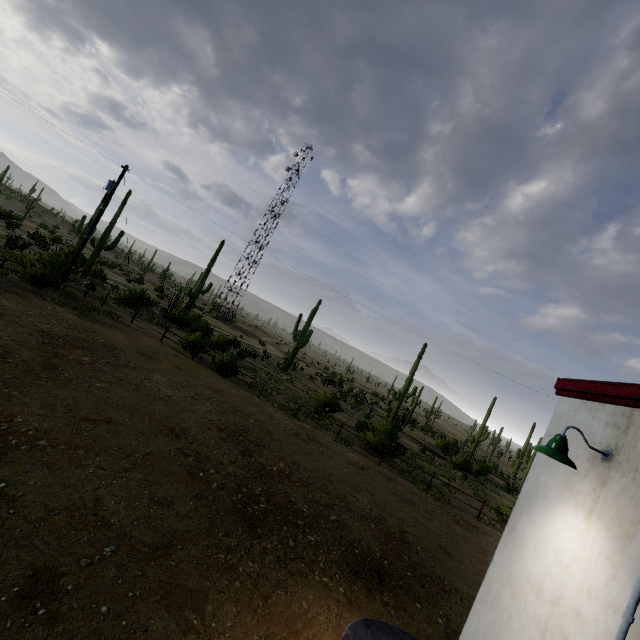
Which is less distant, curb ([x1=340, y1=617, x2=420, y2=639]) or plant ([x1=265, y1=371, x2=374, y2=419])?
curb ([x1=340, y1=617, x2=420, y2=639])

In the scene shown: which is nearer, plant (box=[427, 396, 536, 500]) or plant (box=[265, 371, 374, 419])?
plant (box=[265, 371, 374, 419])

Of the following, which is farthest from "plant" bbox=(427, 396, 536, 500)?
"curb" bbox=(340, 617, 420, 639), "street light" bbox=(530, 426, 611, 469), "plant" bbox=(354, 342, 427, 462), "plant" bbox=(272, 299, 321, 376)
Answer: "street light" bbox=(530, 426, 611, 469)

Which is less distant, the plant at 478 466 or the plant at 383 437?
the plant at 383 437

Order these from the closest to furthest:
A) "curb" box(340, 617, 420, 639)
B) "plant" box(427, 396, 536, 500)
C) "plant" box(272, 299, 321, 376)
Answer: "curb" box(340, 617, 420, 639) → "plant" box(427, 396, 536, 500) → "plant" box(272, 299, 321, 376)

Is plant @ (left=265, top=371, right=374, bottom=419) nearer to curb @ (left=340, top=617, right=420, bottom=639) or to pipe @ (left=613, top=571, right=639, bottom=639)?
curb @ (left=340, top=617, right=420, bottom=639)

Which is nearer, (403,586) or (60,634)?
(60,634)

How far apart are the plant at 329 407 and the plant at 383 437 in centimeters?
548cm
